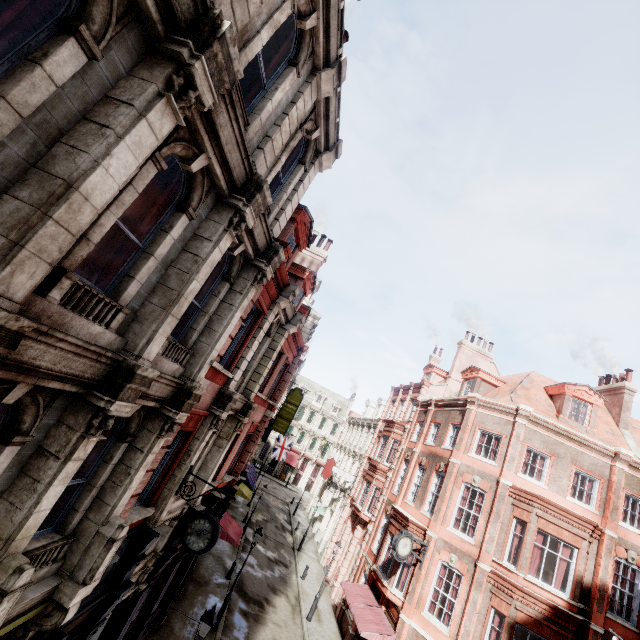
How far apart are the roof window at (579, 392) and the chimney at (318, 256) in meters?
16.5 m

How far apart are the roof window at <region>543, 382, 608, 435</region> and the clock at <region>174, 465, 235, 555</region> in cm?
A: 1949

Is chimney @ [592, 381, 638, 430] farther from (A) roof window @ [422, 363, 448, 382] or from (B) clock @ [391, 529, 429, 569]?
(B) clock @ [391, 529, 429, 569]

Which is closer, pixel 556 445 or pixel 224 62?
pixel 224 62

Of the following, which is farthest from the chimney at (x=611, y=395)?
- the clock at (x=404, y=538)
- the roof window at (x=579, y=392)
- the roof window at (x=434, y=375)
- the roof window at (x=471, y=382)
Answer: the clock at (x=404, y=538)

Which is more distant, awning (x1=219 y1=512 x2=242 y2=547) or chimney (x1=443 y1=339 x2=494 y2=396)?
chimney (x1=443 y1=339 x2=494 y2=396)

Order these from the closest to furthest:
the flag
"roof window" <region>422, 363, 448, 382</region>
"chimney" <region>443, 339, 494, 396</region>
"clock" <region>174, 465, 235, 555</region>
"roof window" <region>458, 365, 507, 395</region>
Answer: "clock" <region>174, 465, 235, 555</region> → "roof window" <region>458, 365, 507, 395</region> → "chimney" <region>443, 339, 494, 396</region> → "roof window" <region>422, 363, 448, 382</region> → the flag

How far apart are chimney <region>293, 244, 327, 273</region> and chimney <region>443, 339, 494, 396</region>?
15.64m
